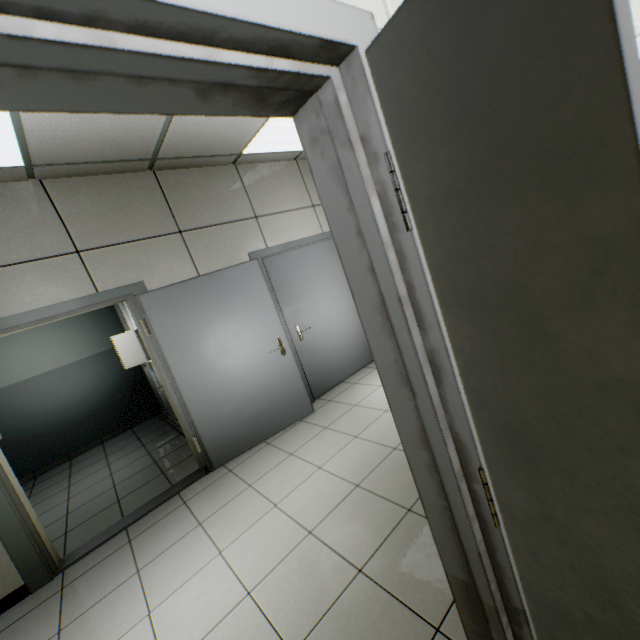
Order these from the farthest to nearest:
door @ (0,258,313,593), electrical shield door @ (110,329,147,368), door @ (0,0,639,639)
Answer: electrical shield door @ (110,329,147,368), door @ (0,258,313,593), door @ (0,0,639,639)

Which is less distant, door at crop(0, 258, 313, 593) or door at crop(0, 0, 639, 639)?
door at crop(0, 0, 639, 639)

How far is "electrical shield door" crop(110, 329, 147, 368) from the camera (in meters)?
4.54

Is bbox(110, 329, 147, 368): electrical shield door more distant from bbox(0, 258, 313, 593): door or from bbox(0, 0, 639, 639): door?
bbox(0, 0, 639, 639): door

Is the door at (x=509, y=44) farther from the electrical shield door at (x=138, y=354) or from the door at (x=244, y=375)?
the electrical shield door at (x=138, y=354)

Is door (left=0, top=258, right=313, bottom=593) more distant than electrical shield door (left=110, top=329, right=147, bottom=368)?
No

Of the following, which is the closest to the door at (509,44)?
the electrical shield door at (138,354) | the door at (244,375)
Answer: the door at (244,375)

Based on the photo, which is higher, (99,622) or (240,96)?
(240,96)
